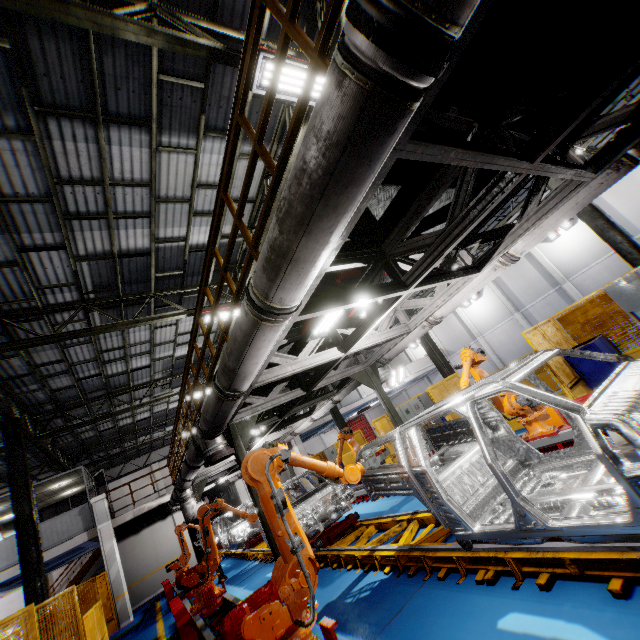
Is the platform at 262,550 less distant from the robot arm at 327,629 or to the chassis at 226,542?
the chassis at 226,542

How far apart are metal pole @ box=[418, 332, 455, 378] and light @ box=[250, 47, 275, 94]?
10.15m

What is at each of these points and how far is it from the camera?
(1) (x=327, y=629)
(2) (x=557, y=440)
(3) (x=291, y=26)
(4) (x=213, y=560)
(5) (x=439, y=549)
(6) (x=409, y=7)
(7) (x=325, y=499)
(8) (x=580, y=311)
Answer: (1) robot arm, 3.3 meters
(2) metal platform, 5.8 meters
(3) metal handrail, 2.5 meters
(4) robot arm, 8.1 meters
(5) platform, 4.4 meters
(6) vent pipe, 1.2 meters
(7) chassis, 8.8 meters
(8) metal panel, 9.2 meters

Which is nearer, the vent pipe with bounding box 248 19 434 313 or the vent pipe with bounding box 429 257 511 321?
the vent pipe with bounding box 248 19 434 313

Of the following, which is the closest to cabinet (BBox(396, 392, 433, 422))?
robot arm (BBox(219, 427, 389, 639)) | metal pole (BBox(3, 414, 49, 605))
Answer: robot arm (BBox(219, 427, 389, 639))

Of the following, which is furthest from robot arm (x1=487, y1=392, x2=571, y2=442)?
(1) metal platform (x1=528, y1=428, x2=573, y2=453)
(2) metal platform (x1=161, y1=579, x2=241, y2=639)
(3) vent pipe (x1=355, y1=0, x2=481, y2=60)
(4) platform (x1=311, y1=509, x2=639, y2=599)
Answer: (2) metal platform (x1=161, y1=579, x2=241, y2=639)

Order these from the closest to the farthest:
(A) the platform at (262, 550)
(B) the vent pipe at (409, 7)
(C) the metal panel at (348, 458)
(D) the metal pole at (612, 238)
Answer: (B) the vent pipe at (409, 7) → (D) the metal pole at (612, 238) → (A) the platform at (262, 550) → (C) the metal panel at (348, 458)

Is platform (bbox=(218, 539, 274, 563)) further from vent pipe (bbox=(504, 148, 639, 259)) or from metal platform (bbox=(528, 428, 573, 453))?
vent pipe (bbox=(504, 148, 639, 259))
